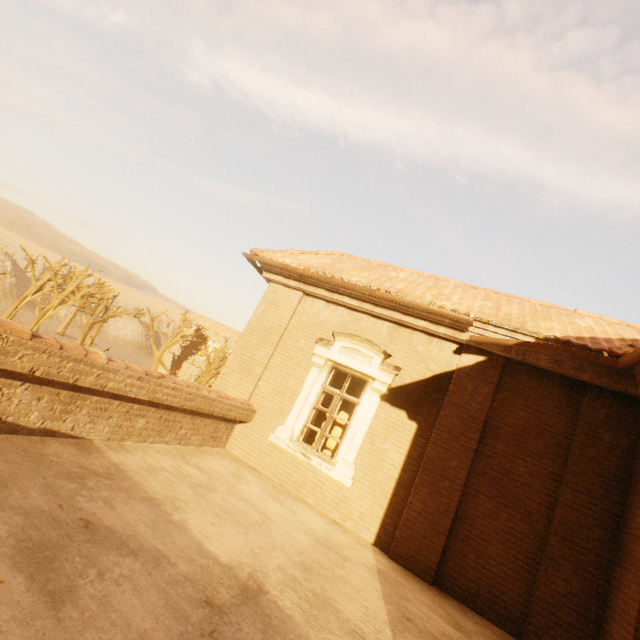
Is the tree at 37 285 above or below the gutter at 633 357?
below

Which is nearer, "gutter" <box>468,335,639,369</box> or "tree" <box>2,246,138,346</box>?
"gutter" <box>468,335,639,369</box>

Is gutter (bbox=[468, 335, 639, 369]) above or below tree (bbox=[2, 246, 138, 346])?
above

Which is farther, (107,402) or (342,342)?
(342,342)

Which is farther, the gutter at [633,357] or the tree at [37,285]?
the tree at [37,285]
